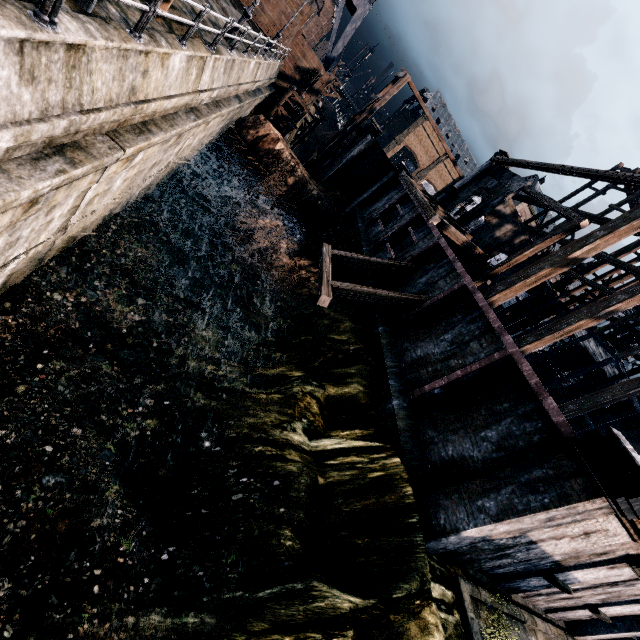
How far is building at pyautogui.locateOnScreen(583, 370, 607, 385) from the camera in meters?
33.4 m

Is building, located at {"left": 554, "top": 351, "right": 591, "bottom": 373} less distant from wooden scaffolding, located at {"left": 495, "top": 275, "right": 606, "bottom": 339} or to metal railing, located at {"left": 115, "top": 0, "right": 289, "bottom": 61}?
wooden scaffolding, located at {"left": 495, "top": 275, "right": 606, "bottom": 339}

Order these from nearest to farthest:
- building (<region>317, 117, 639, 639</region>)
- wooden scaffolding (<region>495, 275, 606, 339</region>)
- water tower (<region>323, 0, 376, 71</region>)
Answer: building (<region>317, 117, 639, 639</region>), wooden scaffolding (<region>495, 275, 606, 339</region>), water tower (<region>323, 0, 376, 71</region>)

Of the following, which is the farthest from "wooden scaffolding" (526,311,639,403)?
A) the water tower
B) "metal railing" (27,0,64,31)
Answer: "metal railing" (27,0,64,31)

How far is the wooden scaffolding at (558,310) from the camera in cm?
3028

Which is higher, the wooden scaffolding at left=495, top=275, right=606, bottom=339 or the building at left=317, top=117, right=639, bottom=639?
the wooden scaffolding at left=495, top=275, right=606, bottom=339

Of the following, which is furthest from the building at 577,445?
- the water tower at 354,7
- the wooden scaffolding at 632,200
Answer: the water tower at 354,7

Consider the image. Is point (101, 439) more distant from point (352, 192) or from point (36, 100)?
point (352, 192)
